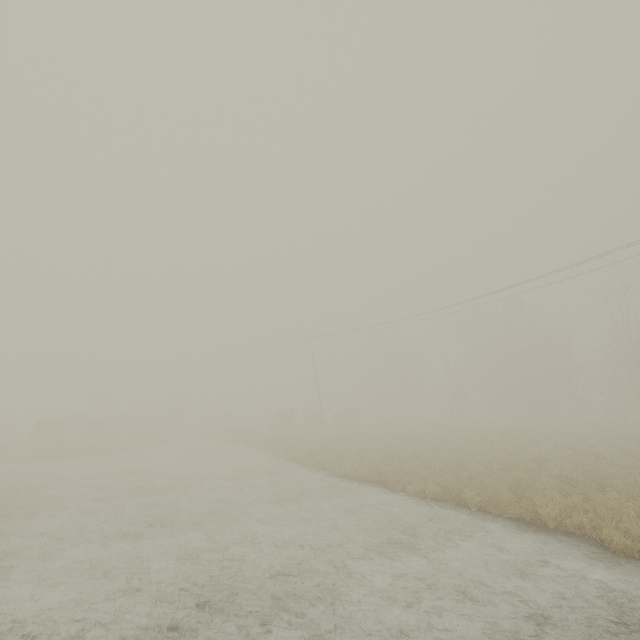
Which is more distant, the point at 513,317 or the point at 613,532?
the point at 513,317

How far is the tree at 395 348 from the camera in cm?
5469

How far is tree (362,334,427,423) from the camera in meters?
54.7 m
